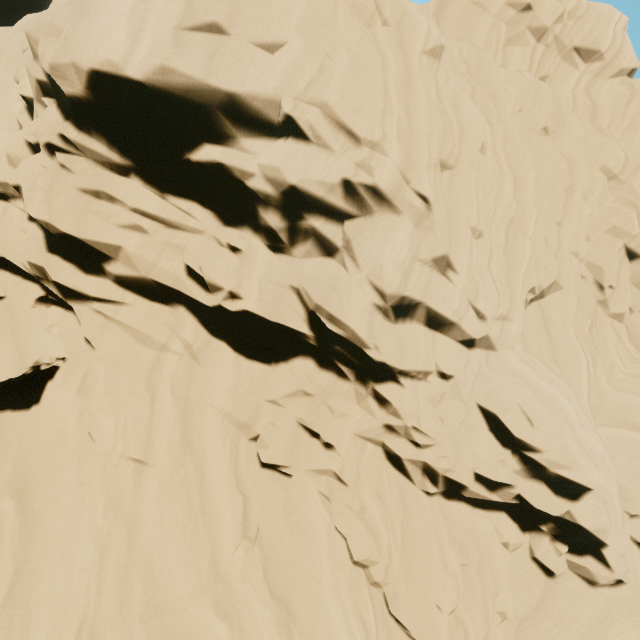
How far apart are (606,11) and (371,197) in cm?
2036
